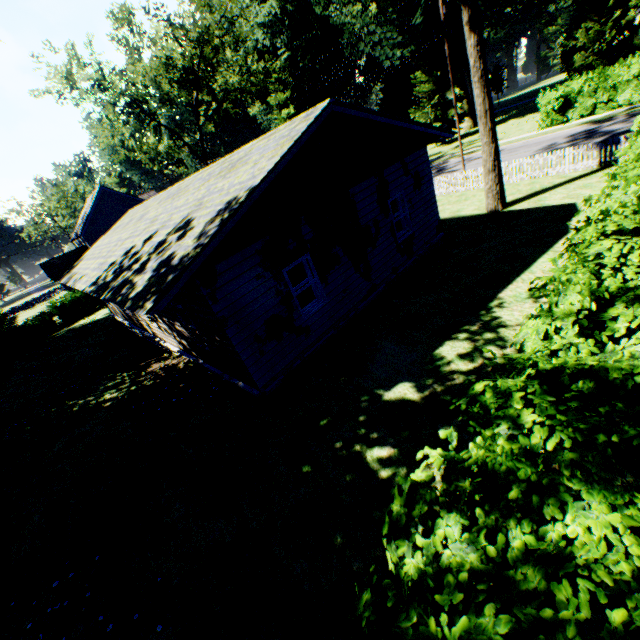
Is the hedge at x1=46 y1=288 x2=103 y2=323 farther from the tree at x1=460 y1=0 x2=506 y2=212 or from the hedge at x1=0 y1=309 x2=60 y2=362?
the tree at x1=460 y1=0 x2=506 y2=212

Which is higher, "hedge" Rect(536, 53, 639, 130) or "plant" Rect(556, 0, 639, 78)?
"plant" Rect(556, 0, 639, 78)

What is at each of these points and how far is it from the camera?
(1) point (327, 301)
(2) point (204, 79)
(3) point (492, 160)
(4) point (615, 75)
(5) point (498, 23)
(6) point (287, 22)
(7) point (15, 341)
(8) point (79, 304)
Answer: (1) house, 9.5m
(2) tree, 30.2m
(3) tree, 15.2m
(4) hedge, 24.3m
(5) plant, 38.5m
(6) plant, 47.3m
(7) hedge, 28.6m
(8) hedge, 31.2m

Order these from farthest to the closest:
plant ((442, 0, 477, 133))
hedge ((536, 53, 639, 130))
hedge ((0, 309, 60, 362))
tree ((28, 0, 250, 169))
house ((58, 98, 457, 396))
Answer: plant ((442, 0, 477, 133)) < hedge ((0, 309, 60, 362)) < tree ((28, 0, 250, 169)) < hedge ((536, 53, 639, 130)) < house ((58, 98, 457, 396))

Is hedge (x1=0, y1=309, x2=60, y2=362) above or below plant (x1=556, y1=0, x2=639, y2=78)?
below

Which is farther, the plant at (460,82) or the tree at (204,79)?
the plant at (460,82)

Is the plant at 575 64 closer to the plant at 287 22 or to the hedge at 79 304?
the plant at 287 22

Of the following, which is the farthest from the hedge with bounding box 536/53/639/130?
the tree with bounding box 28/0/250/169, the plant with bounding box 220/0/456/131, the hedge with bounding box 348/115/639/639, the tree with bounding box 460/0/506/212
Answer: the tree with bounding box 28/0/250/169
